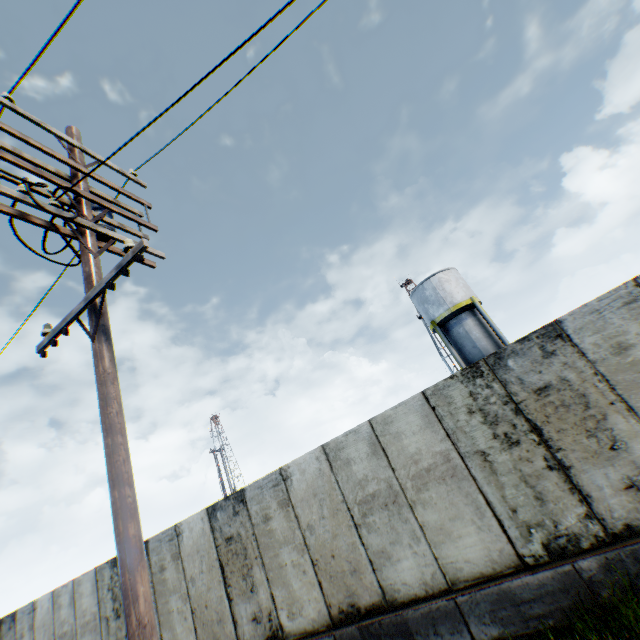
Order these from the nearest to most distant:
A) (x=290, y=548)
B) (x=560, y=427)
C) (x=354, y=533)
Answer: (x=560, y=427) → (x=354, y=533) → (x=290, y=548)

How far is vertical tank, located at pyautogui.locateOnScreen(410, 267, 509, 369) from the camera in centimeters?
2189cm

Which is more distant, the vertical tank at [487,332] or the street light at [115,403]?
the vertical tank at [487,332]

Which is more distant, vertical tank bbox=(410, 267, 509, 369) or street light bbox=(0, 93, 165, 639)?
vertical tank bbox=(410, 267, 509, 369)

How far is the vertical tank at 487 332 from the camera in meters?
21.9 m
